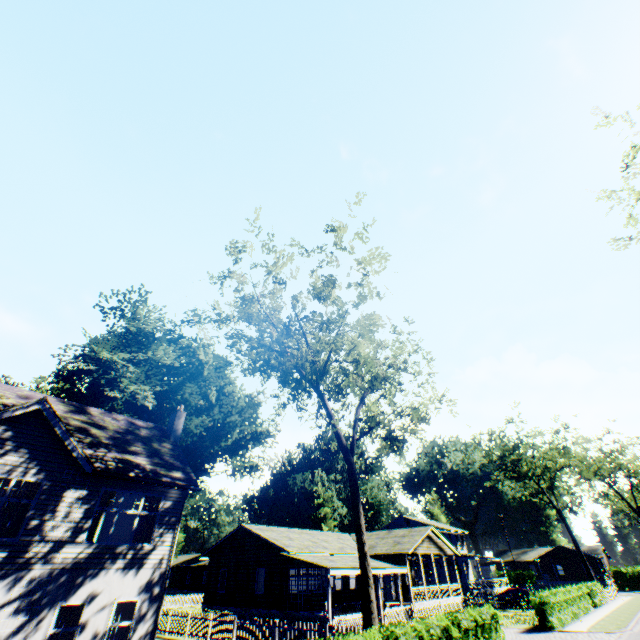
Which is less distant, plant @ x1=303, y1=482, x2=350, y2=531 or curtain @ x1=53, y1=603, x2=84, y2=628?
curtain @ x1=53, y1=603, x2=84, y2=628

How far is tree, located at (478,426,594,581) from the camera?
44.9 meters

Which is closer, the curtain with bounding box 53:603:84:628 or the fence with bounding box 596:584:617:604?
the curtain with bounding box 53:603:84:628

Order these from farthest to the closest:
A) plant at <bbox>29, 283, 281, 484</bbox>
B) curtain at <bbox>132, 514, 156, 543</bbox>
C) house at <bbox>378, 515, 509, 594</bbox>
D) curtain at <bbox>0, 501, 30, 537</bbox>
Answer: house at <bbox>378, 515, 509, 594</bbox>, plant at <bbox>29, 283, 281, 484</bbox>, curtain at <bbox>132, 514, 156, 543</bbox>, curtain at <bbox>0, 501, 30, 537</bbox>

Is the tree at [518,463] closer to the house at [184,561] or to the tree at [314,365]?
the house at [184,561]

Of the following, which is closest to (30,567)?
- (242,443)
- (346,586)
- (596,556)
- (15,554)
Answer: (15,554)

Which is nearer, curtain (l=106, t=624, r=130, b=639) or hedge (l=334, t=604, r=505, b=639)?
hedge (l=334, t=604, r=505, b=639)

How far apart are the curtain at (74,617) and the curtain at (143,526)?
2.4m
